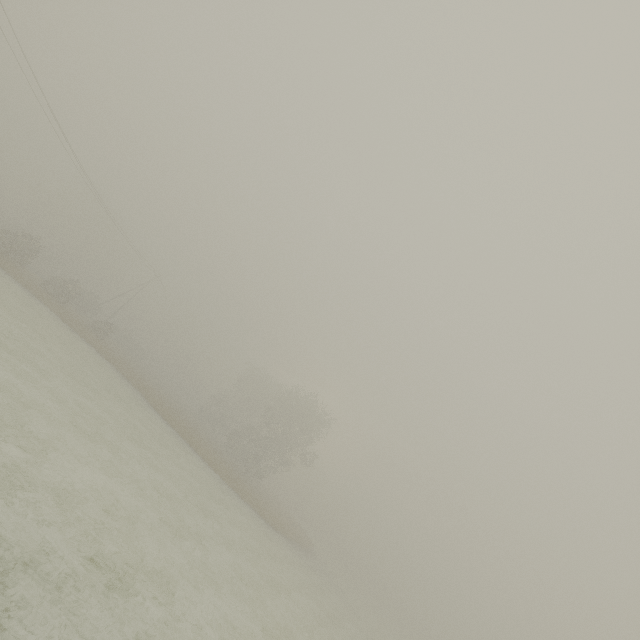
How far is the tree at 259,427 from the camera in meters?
40.2 m

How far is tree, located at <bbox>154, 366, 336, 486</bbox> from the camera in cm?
4025

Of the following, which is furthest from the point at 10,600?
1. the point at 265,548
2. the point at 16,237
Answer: the point at 16,237
